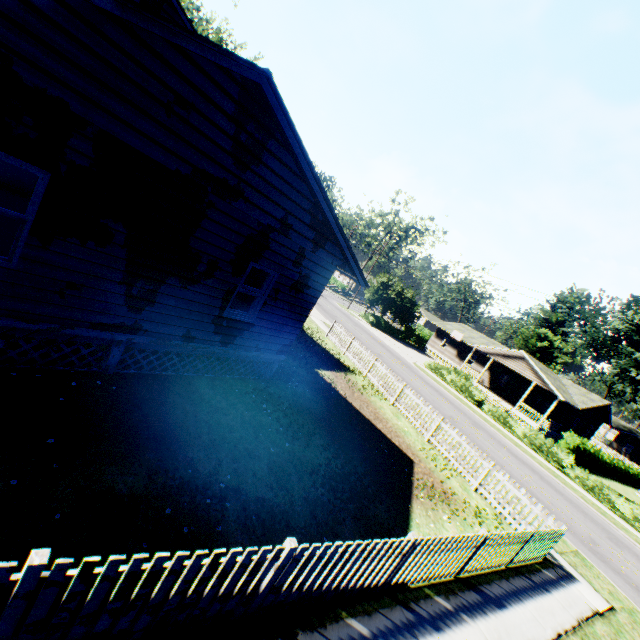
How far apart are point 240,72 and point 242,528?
7.5m

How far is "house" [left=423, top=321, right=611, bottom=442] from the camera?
32.9 meters

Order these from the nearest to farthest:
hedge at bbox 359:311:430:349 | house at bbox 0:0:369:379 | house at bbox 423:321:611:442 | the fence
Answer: the fence
house at bbox 0:0:369:379
house at bbox 423:321:611:442
hedge at bbox 359:311:430:349

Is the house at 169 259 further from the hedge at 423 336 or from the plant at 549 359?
the hedge at 423 336

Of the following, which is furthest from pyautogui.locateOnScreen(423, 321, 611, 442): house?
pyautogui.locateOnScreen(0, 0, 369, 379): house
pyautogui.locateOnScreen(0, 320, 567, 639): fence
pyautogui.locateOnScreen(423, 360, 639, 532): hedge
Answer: pyautogui.locateOnScreen(0, 0, 369, 379): house

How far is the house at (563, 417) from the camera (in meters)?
32.91

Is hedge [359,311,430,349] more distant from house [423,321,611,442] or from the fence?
the fence

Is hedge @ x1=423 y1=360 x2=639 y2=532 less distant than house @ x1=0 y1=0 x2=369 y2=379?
No
